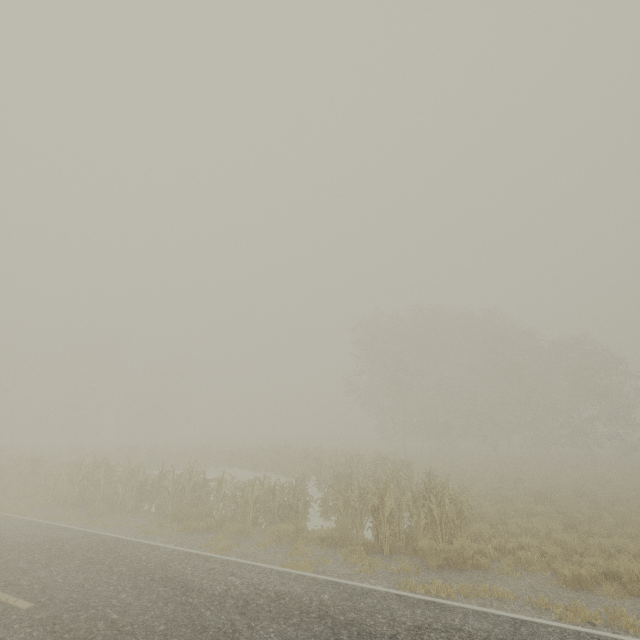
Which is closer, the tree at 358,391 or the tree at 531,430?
the tree at 531,430

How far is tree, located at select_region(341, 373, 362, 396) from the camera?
40.0 meters

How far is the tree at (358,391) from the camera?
40.05m

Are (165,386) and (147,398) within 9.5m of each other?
yes

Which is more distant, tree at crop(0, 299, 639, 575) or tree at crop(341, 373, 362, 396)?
tree at crop(341, 373, 362, 396)
